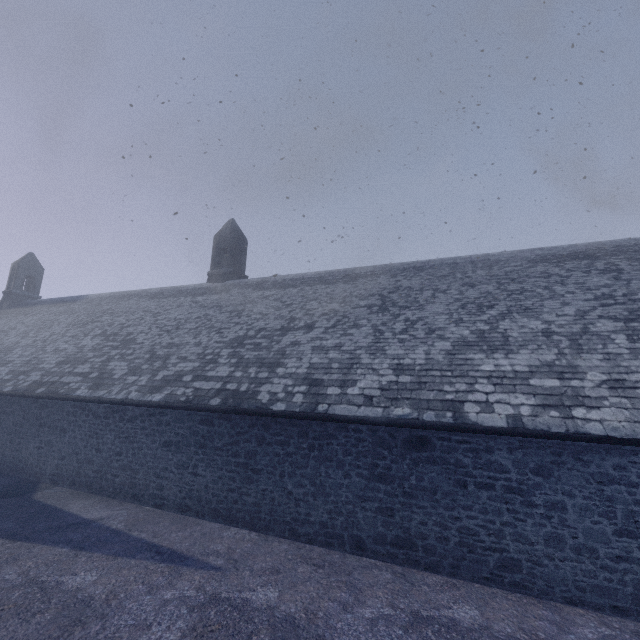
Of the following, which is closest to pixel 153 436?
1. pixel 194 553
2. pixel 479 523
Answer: pixel 194 553
